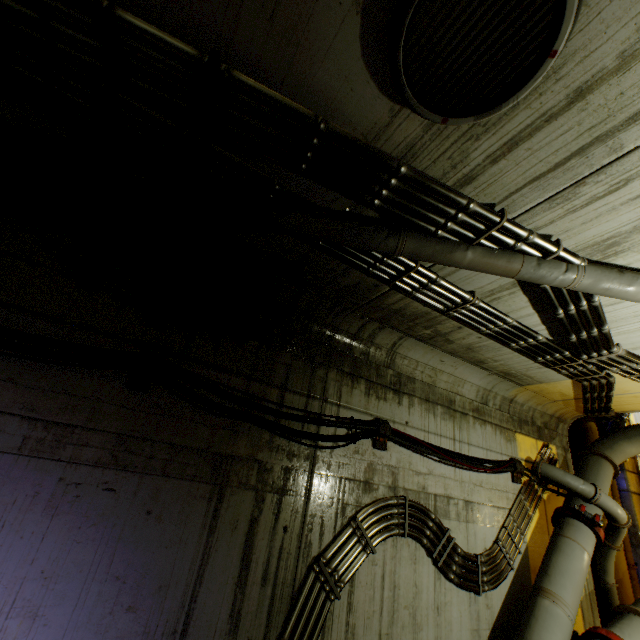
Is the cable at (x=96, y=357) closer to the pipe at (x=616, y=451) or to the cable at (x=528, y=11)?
the pipe at (x=616, y=451)

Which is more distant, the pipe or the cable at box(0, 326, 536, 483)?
the cable at box(0, 326, 536, 483)

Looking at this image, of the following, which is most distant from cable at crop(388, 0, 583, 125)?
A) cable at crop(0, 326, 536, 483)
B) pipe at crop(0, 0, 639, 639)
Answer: cable at crop(0, 326, 536, 483)

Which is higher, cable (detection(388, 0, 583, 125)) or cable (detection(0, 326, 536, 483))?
cable (detection(388, 0, 583, 125))

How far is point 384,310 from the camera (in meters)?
4.12

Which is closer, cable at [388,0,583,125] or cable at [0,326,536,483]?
cable at [388,0,583,125]
